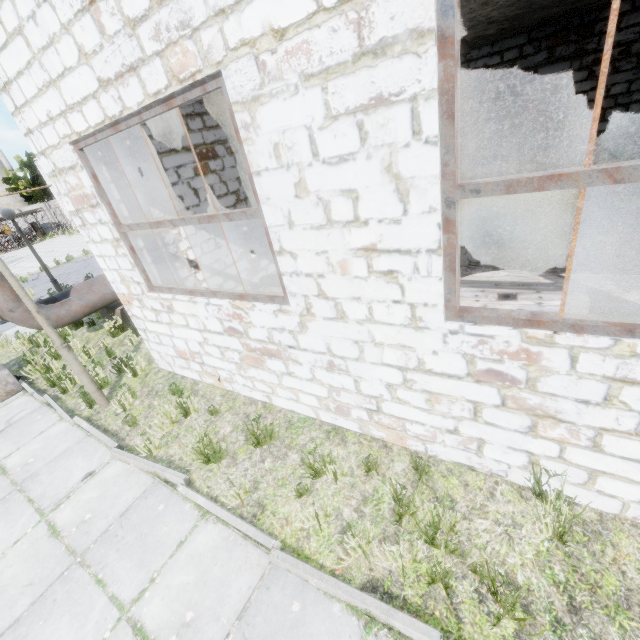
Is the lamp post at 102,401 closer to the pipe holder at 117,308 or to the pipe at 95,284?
the pipe at 95,284

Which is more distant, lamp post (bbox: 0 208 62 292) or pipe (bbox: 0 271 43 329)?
lamp post (bbox: 0 208 62 292)

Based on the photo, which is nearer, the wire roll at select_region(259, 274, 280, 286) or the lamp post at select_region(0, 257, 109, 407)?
the lamp post at select_region(0, 257, 109, 407)

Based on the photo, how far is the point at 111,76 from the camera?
3.09m

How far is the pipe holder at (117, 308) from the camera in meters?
8.6

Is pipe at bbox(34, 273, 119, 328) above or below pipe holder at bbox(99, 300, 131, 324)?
above

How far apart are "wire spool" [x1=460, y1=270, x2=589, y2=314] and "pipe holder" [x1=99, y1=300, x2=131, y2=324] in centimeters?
804cm

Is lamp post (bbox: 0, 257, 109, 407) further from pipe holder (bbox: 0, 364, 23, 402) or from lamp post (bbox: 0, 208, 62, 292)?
lamp post (bbox: 0, 208, 62, 292)
